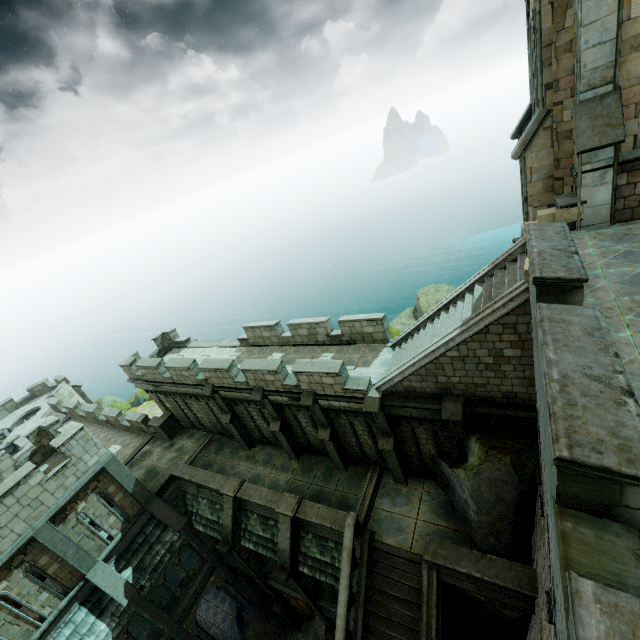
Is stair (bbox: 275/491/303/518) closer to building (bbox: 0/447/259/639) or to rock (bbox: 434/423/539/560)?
rock (bbox: 434/423/539/560)

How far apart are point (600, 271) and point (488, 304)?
2.4 meters

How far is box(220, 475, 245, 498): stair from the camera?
15.4 meters

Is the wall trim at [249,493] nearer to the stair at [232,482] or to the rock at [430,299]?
the stair at [232,482]

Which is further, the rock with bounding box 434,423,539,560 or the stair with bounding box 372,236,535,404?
the rock with bounding box 434,423,539,560

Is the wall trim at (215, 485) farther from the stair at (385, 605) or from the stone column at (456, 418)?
the stone column at (456, 418)

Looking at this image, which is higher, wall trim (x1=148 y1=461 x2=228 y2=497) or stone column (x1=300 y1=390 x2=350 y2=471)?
stone column (x1=300 y1=390 x2=350 y2=471)

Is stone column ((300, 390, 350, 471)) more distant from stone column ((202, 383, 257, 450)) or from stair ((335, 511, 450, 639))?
stone column ((202, 383, 257, 450))
